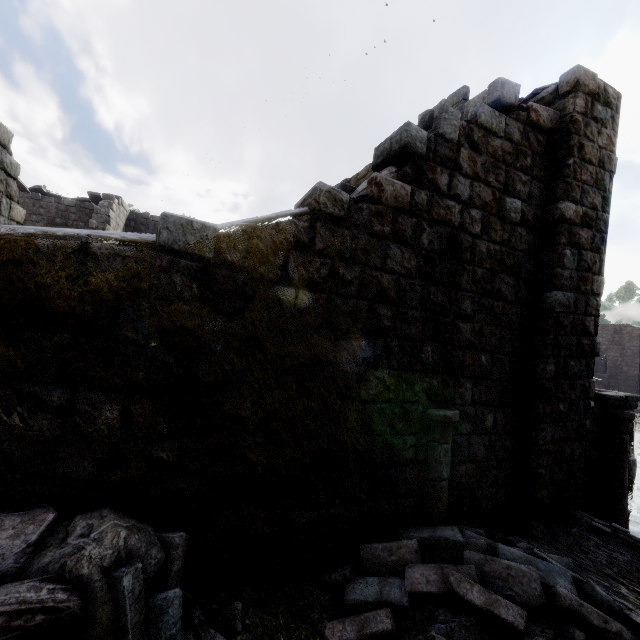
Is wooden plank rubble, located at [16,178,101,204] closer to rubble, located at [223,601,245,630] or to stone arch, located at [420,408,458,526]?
rubble, located at [223,601,245,630]

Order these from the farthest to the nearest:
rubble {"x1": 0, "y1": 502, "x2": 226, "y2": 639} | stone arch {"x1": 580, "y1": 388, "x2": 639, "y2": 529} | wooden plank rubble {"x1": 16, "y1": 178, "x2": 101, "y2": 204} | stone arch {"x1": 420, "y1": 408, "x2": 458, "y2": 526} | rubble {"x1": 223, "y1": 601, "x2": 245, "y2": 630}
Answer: wooden plank rubble {"x1": 16, "y1": 178, "x2": 101, "y2": 204}, stone arch {"x1": 580, "y1": 388, "x2": 639, "y2": 529}, stone arch {"x1": 420, "y1": 408, "x2": 458, "y2": 526}, rubble {"x1": 223, "y1": 601, "x2": 245, "y2": 630}, rubble {"x1": 0, "y1": 502, "x2": 226, "y2": 639}

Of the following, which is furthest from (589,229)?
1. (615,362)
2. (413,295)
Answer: (615,362)

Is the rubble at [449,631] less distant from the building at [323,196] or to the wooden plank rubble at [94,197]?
the building at [323,196]

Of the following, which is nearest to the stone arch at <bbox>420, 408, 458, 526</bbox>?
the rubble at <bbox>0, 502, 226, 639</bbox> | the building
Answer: the rubble at <bbox>0, 502, 226, 639</bbox>

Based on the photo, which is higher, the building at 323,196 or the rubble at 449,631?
the building at 323,196

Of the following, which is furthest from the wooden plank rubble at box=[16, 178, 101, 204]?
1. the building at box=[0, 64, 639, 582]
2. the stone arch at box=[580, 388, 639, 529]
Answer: the stone arch at box=[580, 388, 639, 529]
